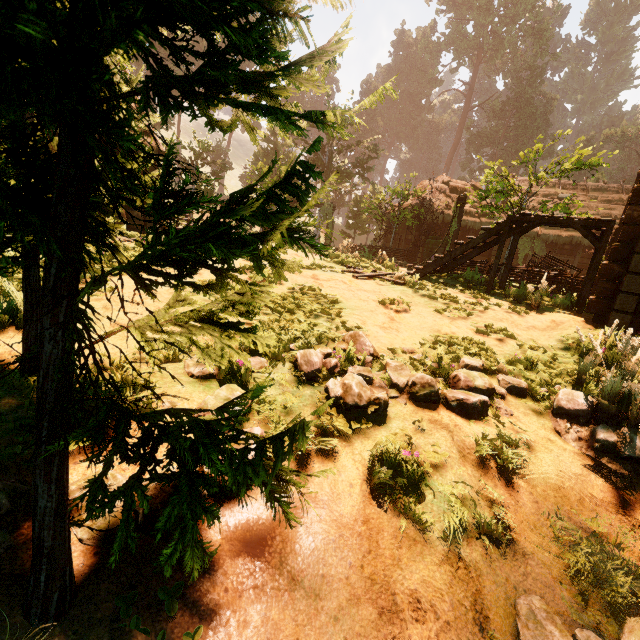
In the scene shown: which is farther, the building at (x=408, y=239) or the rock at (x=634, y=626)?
the building at (x=408, y=239)

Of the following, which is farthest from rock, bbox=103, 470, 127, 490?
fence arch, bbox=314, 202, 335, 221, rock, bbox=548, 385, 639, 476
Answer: fence arch, bbox=314, 202, 335, 221

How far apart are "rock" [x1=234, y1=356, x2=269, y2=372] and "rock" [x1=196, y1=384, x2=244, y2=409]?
0.4 meters

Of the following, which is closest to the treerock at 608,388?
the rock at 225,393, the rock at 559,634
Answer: the rock at 225,393

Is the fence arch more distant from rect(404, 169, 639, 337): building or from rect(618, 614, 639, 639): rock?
rect(618, 614, 639, 639): rock

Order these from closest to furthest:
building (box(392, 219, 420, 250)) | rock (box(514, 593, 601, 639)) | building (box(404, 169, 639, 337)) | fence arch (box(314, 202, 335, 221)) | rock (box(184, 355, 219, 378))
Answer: rock (box(514, 593, 601, 639))
rock (box(184, 355, 219, 378))
building (box(404, 169, 639, 337))
building (box(392, 219, 420, 250))
fence arch (box(314, 202, 335, 221))

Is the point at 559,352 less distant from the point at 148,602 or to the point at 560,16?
the point at 148,602

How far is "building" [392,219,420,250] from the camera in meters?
21.8 m
